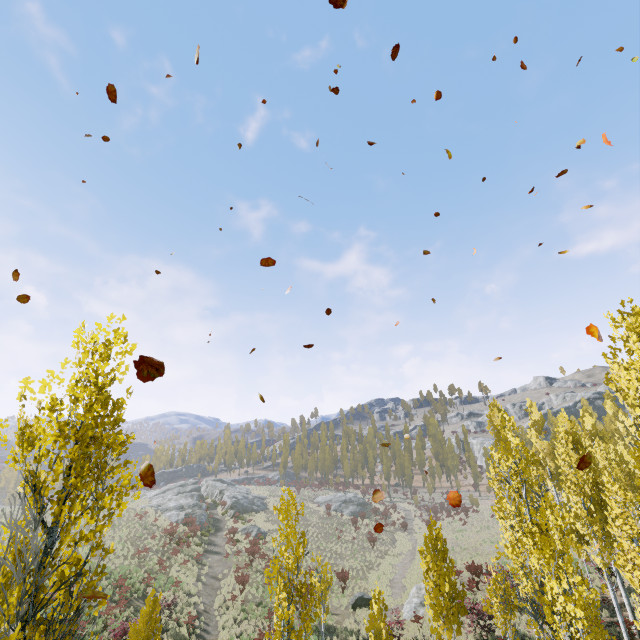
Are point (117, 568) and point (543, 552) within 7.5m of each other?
no

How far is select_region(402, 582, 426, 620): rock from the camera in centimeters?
2119cm

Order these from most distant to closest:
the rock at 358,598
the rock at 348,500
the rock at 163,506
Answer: the rock at 348,500 < the rock at 163,506 < the rock at 358,598

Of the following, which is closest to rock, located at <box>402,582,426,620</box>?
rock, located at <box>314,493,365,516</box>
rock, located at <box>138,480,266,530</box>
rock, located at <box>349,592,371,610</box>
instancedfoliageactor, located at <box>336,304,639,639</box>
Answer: instancedfoliageactor, located at <box>336,304,639,639</box>

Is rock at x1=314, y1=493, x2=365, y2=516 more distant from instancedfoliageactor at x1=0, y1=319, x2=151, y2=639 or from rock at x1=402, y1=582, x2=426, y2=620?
rock at x1=402, y1=582, x2=426, y2=620

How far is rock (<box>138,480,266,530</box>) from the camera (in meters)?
39.53

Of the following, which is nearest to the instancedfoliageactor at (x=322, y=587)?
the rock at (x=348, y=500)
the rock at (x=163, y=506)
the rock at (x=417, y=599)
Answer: the rock at (x=417, y=599)
